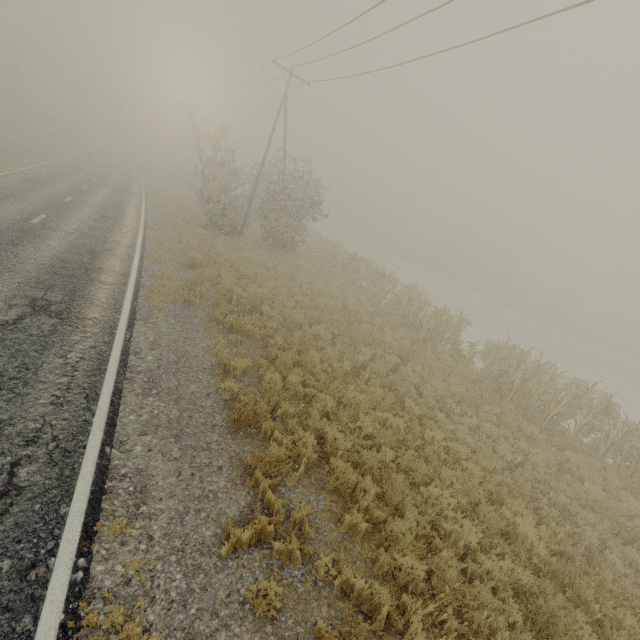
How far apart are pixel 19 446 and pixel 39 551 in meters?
1.6
